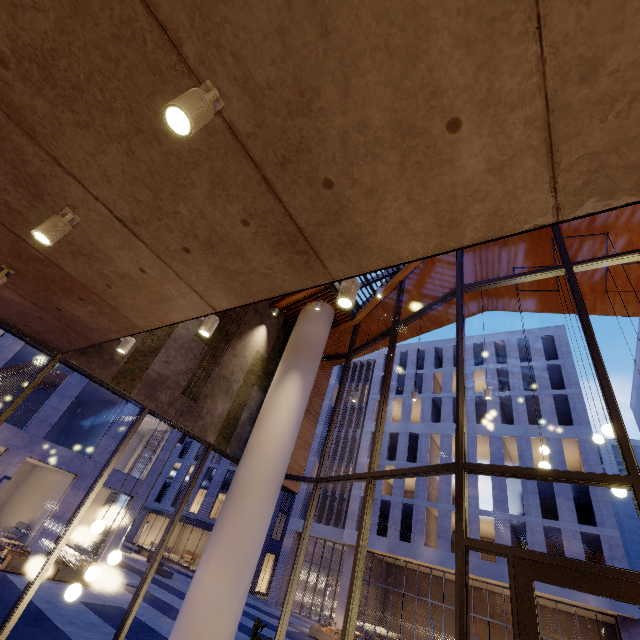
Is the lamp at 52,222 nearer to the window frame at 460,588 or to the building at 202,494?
the window frame at 460,588

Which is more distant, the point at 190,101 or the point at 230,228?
the point at 230,228

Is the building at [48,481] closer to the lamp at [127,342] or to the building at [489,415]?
the building at [489,415]

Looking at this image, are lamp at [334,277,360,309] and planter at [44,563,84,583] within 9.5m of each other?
no

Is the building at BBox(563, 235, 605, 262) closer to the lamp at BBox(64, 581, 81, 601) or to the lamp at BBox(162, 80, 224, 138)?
the lamp at BBox(162, 80, 224, 138)

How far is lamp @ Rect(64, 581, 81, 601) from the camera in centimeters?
439cm

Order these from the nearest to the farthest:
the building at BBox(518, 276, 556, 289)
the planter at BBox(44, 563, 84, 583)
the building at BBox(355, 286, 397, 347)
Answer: the building at BBox(518, 276, 556, 289), the building at BBox(355, 286, 397, 347), the planter at BBox(44, 563, 84, 583)

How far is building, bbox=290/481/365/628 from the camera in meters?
27.0
